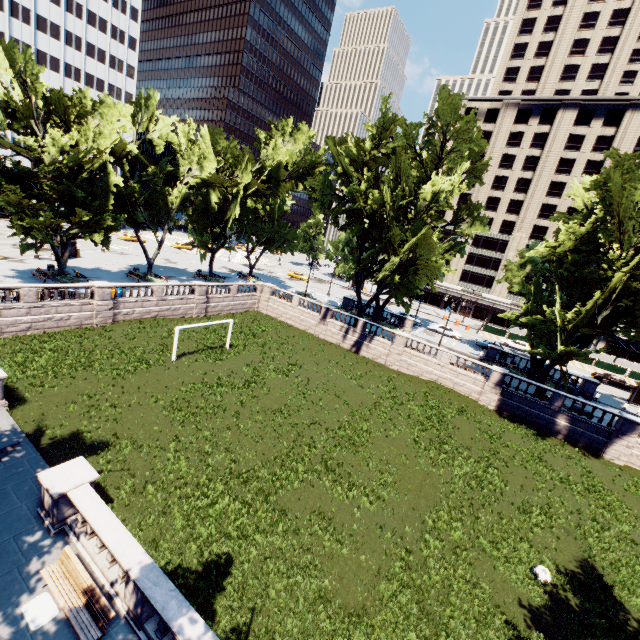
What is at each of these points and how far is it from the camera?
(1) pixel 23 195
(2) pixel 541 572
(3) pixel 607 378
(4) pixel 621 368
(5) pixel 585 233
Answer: (1) tree, 24.1m
(2) ball, 14.5m
(3) vehicle, 43.5m
(4) fence, 47.4m
(5) tree, 25.6m

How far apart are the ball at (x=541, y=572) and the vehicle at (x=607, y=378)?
40.31m

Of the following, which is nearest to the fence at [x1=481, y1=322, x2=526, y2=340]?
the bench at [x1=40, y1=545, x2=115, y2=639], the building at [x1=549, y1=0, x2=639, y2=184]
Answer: the building at [x1=549, y1=0, x2=639, y2=184]

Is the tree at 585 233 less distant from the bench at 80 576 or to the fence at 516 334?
the bench at 80 576

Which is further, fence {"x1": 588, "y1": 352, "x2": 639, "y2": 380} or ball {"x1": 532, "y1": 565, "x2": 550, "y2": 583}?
fence {"x1": 588, "y1": 352, "x2": 639, "y2": 380}

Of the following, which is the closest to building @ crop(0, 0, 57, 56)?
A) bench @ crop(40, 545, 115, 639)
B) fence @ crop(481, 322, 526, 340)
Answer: bench @ crop(40, 545, 115, 639)

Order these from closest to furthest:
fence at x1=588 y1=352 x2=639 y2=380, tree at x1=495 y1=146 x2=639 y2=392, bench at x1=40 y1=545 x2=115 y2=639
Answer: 1. bench at x1=40 y1=545 x2=115 y2=639
2. tree at x1=495 y1=146 x2=639 y2=392
3. fence at x1=588 y1=352 x2=639 y2=380

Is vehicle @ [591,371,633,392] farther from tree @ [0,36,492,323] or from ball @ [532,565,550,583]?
ball @ [532,565,550,583]
